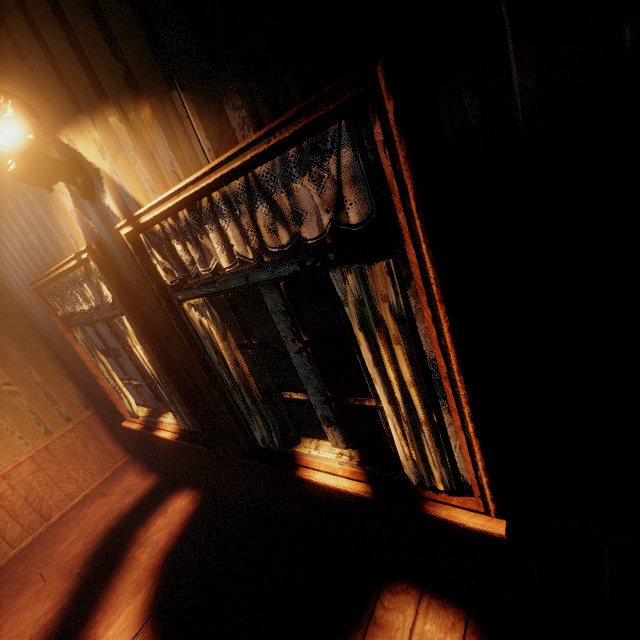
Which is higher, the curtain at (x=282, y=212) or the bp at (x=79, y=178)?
the bp at (x=79, y=178)

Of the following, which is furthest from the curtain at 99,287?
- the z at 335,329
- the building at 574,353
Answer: the z at 335,329

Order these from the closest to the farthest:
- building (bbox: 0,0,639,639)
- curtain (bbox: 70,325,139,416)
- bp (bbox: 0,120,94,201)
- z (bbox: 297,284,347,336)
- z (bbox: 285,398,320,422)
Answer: building (bbox: 0,0,639,639)
bp (bbox: 0,120,94,201)
curtain (bbox: 70,325,139,416)
z (bbox: 285,398,320,422)
z (bbox: 297,284,347,336)

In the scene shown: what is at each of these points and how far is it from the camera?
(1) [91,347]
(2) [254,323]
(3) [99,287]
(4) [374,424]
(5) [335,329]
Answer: (1) curtain, 2.95m
(2) z, 11.73m
(3) curtain, 2.17m
(4) z, 4.30m
(5) z, 8.43m

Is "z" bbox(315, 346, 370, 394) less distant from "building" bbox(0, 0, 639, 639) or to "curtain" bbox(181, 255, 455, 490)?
"building" bbox(0, 0, 639, 639)

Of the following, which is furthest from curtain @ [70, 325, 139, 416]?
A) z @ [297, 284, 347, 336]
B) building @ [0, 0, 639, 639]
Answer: z @ [297, 284, 347, 336]

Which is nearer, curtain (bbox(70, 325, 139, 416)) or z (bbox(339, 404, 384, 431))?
curtain (bbox(70, 325, 139, 416))
